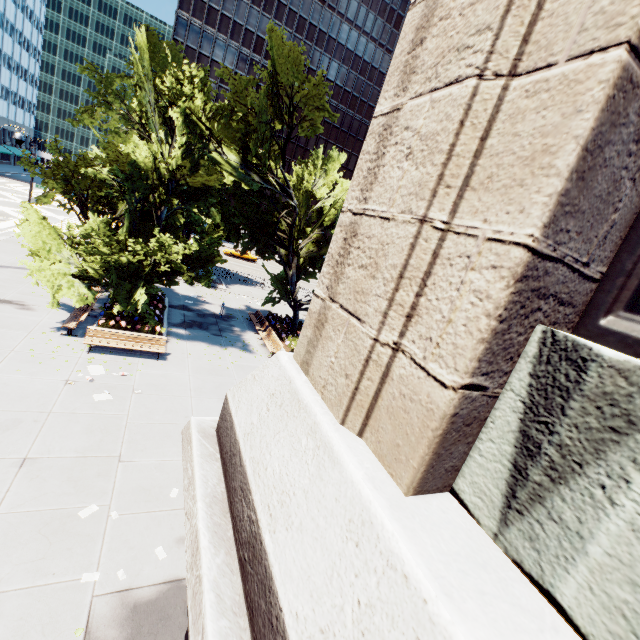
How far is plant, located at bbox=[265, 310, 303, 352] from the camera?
20.0m

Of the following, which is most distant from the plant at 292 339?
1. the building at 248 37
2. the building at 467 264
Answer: the building at 248 37

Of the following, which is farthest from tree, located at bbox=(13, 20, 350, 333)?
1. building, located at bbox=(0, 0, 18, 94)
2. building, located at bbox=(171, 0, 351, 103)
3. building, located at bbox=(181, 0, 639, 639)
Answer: building, located at bbox=(171, 0, 351, 103)

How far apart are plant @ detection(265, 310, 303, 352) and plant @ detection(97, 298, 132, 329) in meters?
9.2

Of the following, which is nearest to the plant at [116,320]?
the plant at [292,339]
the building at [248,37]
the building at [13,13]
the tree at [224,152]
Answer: the tree at [224,152]

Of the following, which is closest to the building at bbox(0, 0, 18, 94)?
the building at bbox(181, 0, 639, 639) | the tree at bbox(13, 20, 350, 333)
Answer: the tree at bbox(13, 20, 350, 333)

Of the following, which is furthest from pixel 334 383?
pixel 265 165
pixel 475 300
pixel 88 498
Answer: pixel 265 165

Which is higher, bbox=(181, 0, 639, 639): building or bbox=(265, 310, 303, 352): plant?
bbox=(181, 0, 639, 639): building
